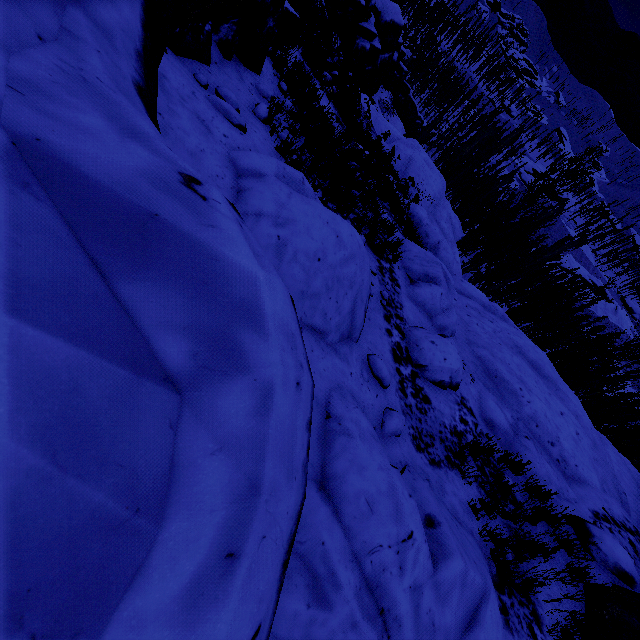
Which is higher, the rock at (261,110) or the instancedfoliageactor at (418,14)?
the rock at (261,110)

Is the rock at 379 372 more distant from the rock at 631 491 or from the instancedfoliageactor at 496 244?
the instancedfoliageactor at 496 244

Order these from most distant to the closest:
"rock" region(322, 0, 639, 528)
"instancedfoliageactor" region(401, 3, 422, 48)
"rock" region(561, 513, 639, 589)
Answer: "instancedfoliageactor" region(401, 3, 422, 48)
"rock" region(322, 0, 639, 528)
"rock" region(561, 513, 639, 589)

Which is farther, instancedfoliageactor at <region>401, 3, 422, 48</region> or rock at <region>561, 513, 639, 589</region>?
instancedfoliageactor at <region>401, 3, 422, 48</region>

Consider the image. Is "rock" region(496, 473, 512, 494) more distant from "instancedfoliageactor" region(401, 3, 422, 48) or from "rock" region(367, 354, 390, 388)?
"instancedfoliageactor" region(401, 3, 422, 48)

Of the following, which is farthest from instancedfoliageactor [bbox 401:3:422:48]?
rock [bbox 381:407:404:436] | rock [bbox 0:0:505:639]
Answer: rock [bbox 381:407:404:436]

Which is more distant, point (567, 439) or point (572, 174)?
point (572, 174)

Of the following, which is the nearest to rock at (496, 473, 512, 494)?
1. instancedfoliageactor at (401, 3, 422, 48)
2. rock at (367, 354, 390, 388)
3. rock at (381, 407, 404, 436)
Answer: rock at (381, 407, 404, 436)
